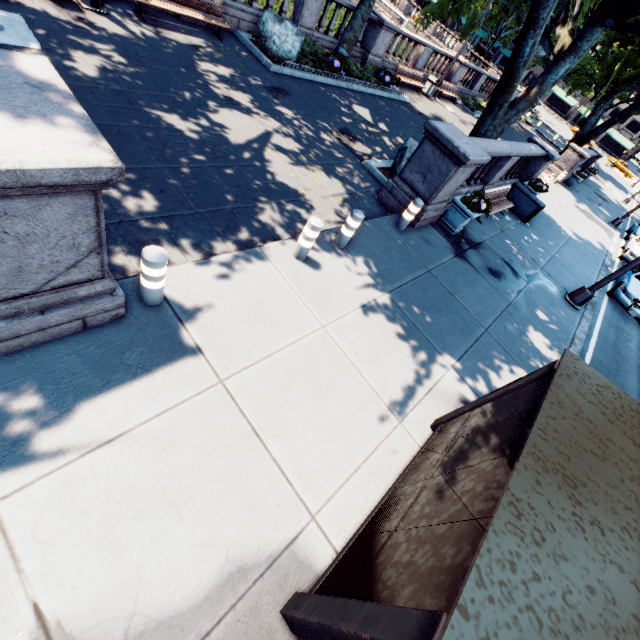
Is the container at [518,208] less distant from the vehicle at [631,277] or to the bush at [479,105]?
the vehicle at [631,277]

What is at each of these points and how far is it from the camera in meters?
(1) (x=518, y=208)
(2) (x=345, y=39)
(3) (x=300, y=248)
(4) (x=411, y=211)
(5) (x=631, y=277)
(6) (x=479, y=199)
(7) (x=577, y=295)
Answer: (1) container, 13.5 m
(2) tree, 13.6 m
(3) pillar, 5.7 m
(4) pillar, 7.9 m
(5) vehicle, 13.0 m
(6) plant, 9.1 m
(7) light, 10.4 m

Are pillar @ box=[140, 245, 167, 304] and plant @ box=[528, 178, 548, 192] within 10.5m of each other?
no

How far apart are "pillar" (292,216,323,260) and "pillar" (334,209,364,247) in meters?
0.9 m

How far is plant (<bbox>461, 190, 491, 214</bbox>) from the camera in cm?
880

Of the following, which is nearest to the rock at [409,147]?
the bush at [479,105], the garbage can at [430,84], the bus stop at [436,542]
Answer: the bus stop at [436,542]

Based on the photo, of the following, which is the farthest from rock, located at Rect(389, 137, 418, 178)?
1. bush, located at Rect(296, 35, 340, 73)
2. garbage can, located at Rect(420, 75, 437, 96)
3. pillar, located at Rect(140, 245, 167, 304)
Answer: garbage can, located at Rect(420, 75, 437, 96)

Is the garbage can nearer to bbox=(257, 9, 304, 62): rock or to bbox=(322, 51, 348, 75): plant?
bbox=(322, 51, 348, 75): plant
